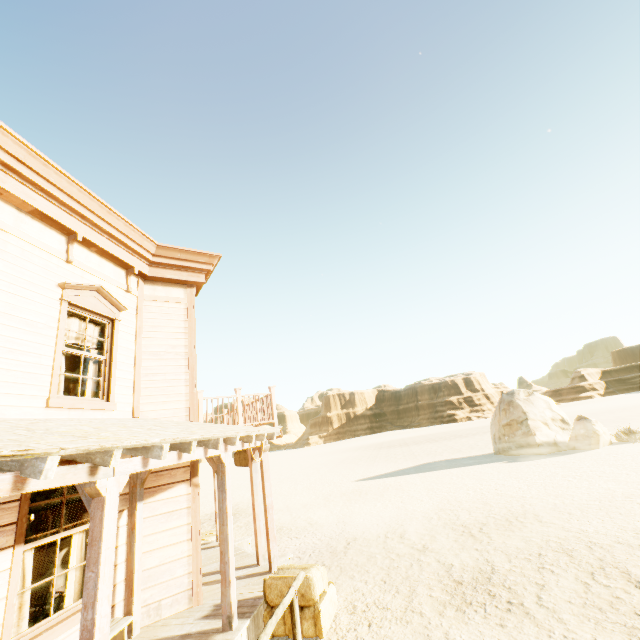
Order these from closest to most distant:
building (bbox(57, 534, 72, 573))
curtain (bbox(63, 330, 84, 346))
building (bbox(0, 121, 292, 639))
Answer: building (bbox(0, 121, 292, 639)), curtain (bbox(63, 330, 84, 346)), building (bbox(57, 534, 72, 573))

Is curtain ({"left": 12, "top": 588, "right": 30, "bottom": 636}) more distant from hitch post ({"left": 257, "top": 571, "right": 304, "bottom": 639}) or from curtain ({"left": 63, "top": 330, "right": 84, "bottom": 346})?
hitch post ({"left": 257, "top": 571, "right": 304, "bottom": 639})

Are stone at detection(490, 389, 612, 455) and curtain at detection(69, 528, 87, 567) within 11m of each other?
no

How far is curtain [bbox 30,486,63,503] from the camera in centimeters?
465cm

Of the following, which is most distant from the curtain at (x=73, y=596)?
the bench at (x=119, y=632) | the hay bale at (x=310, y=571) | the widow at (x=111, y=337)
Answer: the hay bale at (x=310, y=571)

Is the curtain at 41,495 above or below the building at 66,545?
above

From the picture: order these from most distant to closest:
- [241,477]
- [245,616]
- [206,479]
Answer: [206,479], [241,477], [245,616]

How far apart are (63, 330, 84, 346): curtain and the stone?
21.8m
